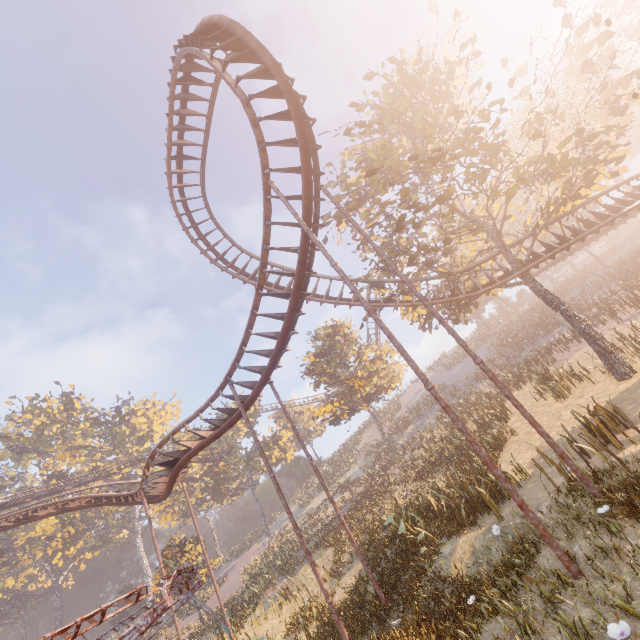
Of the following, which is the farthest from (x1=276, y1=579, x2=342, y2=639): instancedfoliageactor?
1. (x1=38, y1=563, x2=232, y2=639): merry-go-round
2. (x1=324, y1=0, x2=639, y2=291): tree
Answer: (x1=324, y1=0, x2=639, y2=291): tree

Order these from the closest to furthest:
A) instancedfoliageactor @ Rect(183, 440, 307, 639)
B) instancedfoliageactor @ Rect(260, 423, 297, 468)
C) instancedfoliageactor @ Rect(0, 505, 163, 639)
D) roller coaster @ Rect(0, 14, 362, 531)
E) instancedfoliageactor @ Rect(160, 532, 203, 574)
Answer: roller coaster @ Rect(0, 14, 362, 531), instancedfoliageactor @ Rect(183, 440, 307, 639), instancedfoliageactor @ Rect(160, 532, 203, 574), instancedfoliageactor @ Rect(0, 505, 163, 639), instancedfoliageactor @ Rect(260, 423, 297, 468)

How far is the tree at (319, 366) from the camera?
31.70m

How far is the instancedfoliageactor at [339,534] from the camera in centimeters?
1933cm

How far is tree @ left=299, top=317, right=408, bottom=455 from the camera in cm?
3170

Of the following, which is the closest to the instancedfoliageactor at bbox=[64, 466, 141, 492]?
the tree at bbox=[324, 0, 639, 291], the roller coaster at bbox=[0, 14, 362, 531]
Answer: the roller coaster at bbox=[0, 14, 362, 531]

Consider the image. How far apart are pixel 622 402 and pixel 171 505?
59.2m

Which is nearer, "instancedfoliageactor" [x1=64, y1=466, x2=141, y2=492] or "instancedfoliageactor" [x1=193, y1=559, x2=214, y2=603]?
"instancedfoliageactor" [x1=193, y1=559, x2=214, y2=603]
